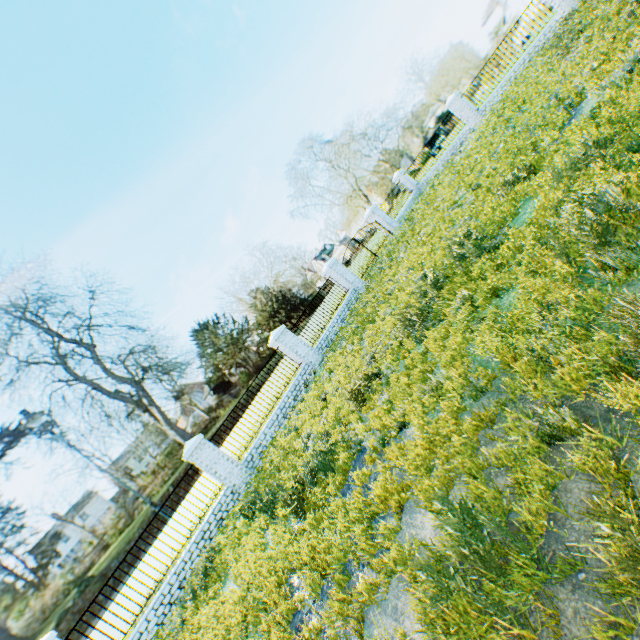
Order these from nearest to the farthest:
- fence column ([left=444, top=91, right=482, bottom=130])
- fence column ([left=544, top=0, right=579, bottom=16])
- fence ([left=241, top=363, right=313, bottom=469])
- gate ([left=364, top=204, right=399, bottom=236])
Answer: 1. fence ([left=241, top=363, right=313, bottom=469])
2. fence column ([left=544, top=0, right=579, bottom=16])
3. fence column ([left=444, top=91, right=482, bottom=130])
4. gate ([left=364, top=204, right=399, bottom=236])

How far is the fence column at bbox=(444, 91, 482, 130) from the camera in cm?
1888

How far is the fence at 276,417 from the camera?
11.27m

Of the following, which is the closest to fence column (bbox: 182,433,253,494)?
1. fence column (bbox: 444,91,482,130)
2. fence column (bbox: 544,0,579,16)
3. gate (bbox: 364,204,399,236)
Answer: gate (bbox: 364,204,399,236)

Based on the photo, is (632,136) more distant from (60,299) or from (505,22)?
(60,299)

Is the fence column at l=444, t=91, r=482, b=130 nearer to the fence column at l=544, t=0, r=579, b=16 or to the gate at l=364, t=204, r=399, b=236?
the fence column at l=544, t=0, r=579, b=16

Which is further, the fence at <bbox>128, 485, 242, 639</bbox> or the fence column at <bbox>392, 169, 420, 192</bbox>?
the fence column at <bbox>392, 169, 420, 192</bbox>

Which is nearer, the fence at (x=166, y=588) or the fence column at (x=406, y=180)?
the fence at (x=166, y=588)
